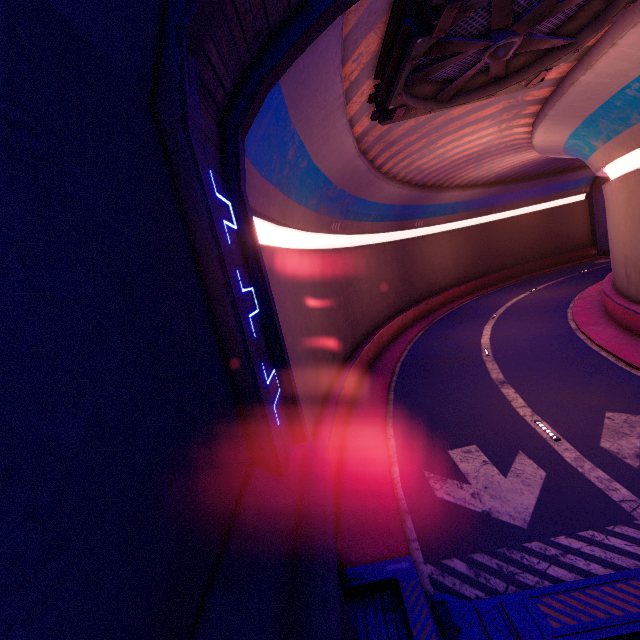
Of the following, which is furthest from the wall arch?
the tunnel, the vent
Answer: the vent

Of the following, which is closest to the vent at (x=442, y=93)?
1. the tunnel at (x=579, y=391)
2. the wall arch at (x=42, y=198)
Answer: the tunnel at (x=579, y=391)

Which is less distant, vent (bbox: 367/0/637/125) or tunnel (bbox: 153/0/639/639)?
tunnel (bbox: 153/0/639/639)

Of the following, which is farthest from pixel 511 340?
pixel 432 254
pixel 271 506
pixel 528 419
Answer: pixel 271 506

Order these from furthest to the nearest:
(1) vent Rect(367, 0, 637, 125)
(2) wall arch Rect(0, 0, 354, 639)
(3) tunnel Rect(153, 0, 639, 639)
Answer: (1) vent Rect(367, 0, 637, 125) < (3) tunnel Rect(153, 0, 639, 639) < (2) wall arch Rect(0, 0, 354, 639)

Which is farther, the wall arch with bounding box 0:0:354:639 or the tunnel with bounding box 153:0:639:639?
the tunnel with bounding box 153:0:639:639

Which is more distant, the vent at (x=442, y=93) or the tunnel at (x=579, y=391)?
the vent at (x=442, y=93)
